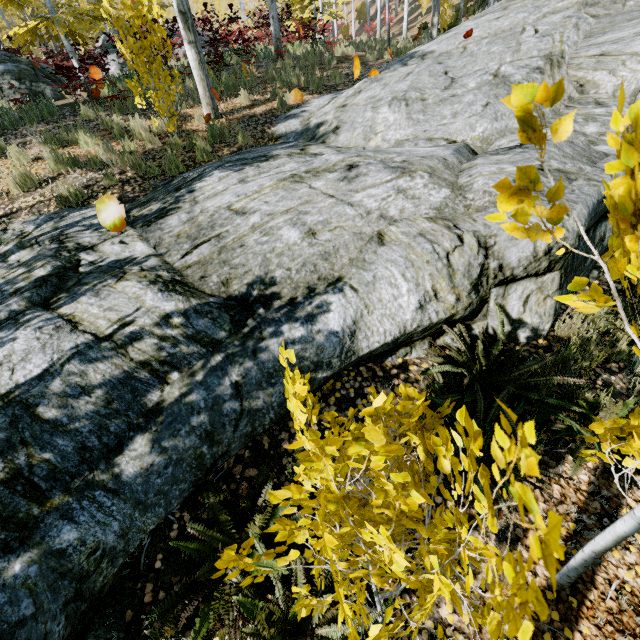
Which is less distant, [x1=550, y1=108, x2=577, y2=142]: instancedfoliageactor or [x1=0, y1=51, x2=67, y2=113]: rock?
[x1=550, y1=108, x2=577, y2=142]: instancedfoliageactor

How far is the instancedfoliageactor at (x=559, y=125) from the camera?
0.7m

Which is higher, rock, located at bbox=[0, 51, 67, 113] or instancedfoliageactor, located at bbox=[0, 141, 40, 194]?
rock, located at bbox=[0, 51, 67, 113]

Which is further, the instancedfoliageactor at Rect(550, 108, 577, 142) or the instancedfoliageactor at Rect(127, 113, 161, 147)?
the instancedfoliageactor at Rect(127, 113, 161, 147)

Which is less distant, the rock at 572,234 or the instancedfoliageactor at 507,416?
the instancedfoliageactor at 507,416

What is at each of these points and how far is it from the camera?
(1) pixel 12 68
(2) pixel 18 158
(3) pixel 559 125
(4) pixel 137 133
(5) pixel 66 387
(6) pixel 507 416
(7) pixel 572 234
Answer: (1) rock, 9.45m
(2) instancedfoliageactor, 6.25m
(3) instancedfoliageactor, 0.70m
(4) instancedfoliageactor, 6.92m
(5) rock, 2.26m
(6) instancedfoliageactor, 2.65m
(7) rock, 2.86m

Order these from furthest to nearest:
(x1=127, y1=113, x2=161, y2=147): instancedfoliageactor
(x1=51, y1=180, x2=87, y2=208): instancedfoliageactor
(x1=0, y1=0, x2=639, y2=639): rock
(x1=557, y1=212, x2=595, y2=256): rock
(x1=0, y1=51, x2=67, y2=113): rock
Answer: (x1=0, y1=51, x2=67, y2=113): rock < (x1=127, y1=113, x2=161, y2=147): instancedfoliageactor < (x1=51, y1=180, x2=87, y2=208): instancedfoliageactor < (x1=557, y1=212, x2=595, y2=256): rock < (x1=0, y1=0, x2=639, y2=639): rock
